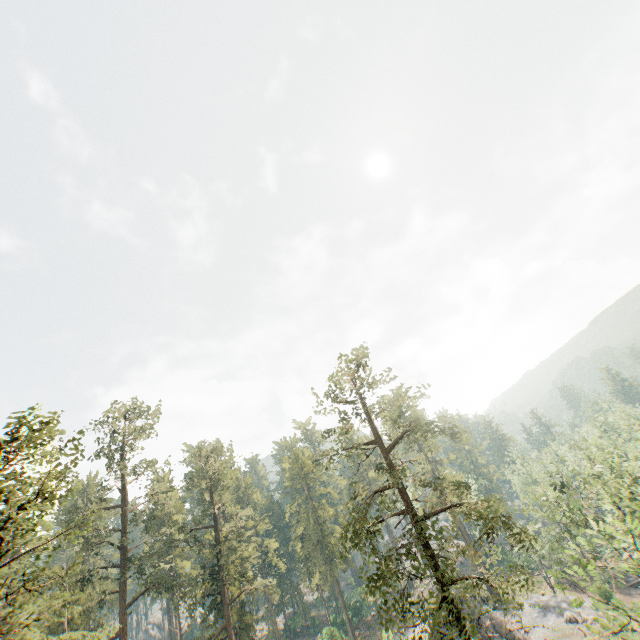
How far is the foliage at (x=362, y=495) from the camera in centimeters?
1950cm

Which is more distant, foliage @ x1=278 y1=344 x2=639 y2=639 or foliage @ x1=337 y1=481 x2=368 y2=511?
foliage @ x1=337 y1=481 x2=368 y2=511

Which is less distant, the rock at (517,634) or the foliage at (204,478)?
the foliage at (204,478)

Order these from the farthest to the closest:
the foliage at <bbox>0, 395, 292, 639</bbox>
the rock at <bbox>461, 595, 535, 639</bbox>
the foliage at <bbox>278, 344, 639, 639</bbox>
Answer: the rock at <bbox>461, 595, 535, 639</bbox> → the foliage at <bbox>278, 344, 639, 639</bbox> → the foliage at <bbox>0, 395, 292, 639</bbox>

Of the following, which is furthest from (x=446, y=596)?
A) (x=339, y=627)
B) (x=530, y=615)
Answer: (x=339, y=627)

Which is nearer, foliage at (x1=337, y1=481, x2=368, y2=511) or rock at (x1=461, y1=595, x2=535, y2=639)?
foliage at (x1=337, y1=481, x2=368, y2=511)
